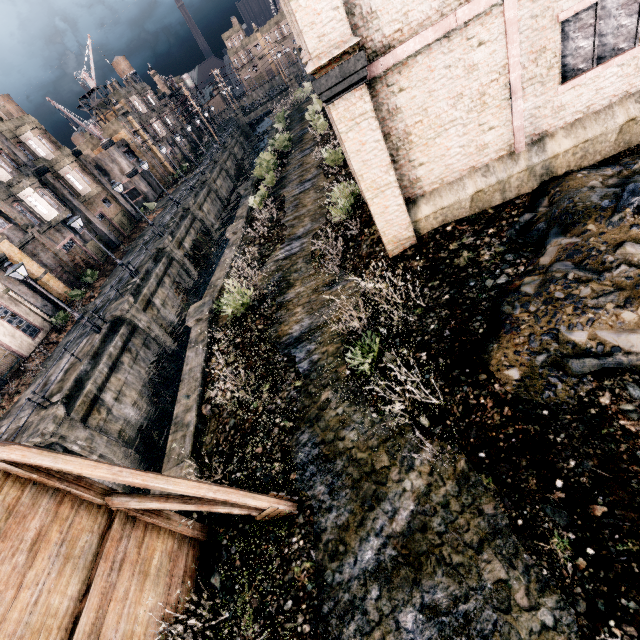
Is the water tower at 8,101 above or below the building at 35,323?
above

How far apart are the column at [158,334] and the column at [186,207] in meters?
16.0 m

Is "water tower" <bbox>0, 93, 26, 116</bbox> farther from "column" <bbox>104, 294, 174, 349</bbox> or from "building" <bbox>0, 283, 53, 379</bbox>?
"column" <bbox>104, 294, 174, 349</bbox>

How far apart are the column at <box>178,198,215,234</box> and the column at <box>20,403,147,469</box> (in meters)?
24.67

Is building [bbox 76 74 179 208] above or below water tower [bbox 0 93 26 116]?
below

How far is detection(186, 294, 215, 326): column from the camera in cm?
1575

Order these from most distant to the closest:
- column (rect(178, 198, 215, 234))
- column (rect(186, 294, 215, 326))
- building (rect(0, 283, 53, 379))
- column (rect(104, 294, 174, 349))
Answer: column (rect(178, 198, 215, 234)), building (rect(0, 283, 53, 379)), column (rect(104, 294, 174, 349)), column (rect(186, 294, 215, 326))

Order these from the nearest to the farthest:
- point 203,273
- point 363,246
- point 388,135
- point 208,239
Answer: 1. point 388,135
2. point 363,246
3. point 203,273
4. point 208,239
